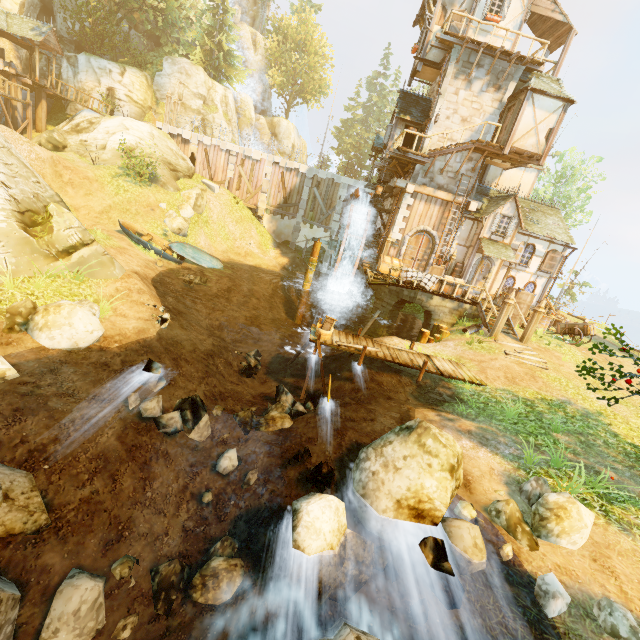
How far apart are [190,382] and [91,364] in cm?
258

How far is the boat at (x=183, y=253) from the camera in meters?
18.2

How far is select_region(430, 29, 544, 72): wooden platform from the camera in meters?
17.2 m

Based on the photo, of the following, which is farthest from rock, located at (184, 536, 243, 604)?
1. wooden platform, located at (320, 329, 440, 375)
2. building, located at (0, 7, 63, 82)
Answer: building, located at (0, 7, 63, 82)

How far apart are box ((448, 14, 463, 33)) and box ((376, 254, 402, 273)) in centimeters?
1215cm

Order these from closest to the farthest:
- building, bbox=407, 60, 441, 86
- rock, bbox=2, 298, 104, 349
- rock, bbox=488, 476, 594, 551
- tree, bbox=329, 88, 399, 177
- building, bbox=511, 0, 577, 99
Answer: rock, bbox=488, 476, 594, 551, rock, bbox=2, 298, 104, 349, building, bbox=511, 0, 577, 99, building, bbox=407, 60, 441, 86, tree, bbox=329, 88, 399, 177

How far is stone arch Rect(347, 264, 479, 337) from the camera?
18.5 meters

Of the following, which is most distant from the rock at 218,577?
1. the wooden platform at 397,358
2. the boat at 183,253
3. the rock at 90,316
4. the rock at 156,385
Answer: the boat at 183,253
